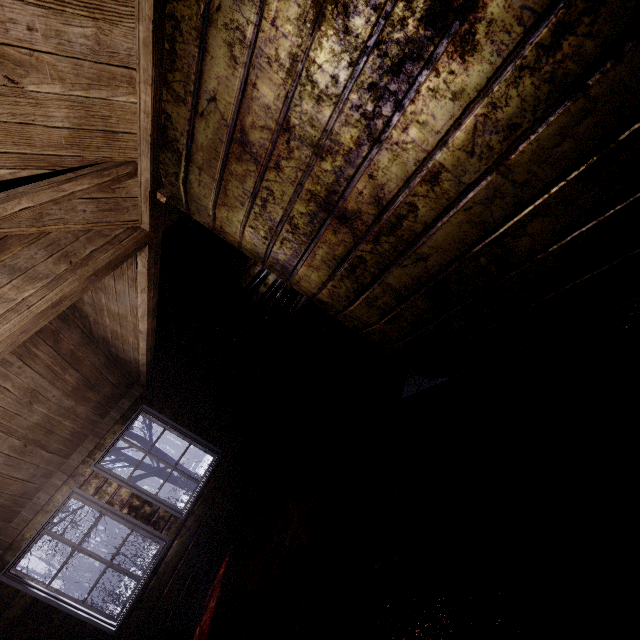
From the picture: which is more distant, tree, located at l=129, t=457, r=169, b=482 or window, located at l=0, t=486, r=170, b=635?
tree, located at l=129, t=457, r=169, b=482

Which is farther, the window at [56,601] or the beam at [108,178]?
the window at [56,601]

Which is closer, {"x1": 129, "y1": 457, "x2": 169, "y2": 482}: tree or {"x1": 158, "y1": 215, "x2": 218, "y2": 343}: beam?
{"x1": 158, "y1": 215, "x2": 218, "y2": 343}: beam

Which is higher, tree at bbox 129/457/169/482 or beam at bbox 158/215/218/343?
beam at bbox 158/215/218/343

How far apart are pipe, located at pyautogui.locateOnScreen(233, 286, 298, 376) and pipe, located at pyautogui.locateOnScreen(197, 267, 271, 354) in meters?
0.4

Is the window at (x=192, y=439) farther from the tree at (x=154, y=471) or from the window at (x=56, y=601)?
the tree at (x=154, y=471)

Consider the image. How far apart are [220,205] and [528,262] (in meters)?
1.46

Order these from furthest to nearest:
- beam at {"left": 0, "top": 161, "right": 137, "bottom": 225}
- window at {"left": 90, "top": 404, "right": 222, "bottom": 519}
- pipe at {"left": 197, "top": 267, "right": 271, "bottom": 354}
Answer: pipe at {"left": 197, "top": 267, "right": 271, "bottom": 354}
window at {"left": 90, "top": 404, "right": 222, "bottom": 519}
beam at {"left": 0, "top": 161, "right": 137, "bottom": 225}
